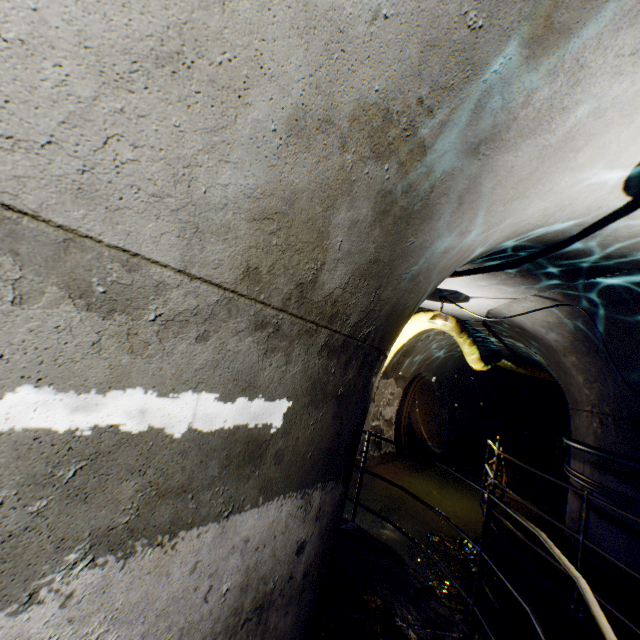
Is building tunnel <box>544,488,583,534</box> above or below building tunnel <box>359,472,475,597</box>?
above

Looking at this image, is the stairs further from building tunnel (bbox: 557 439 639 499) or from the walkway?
the walkway

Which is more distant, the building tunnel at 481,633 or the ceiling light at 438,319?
the ceiling light at 438,319

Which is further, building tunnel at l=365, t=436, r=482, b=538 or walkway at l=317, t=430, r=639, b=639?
building tunnel at l=365, t=436, r=482, b=538

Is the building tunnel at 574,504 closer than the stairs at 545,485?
Yes

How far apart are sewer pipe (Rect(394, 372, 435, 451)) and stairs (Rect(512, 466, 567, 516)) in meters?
2.8

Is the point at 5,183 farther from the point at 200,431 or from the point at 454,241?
the point at 454,241

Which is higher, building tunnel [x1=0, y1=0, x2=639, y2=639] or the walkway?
building tunnel [x1=0, y1=0, x2=639, y2=639]
